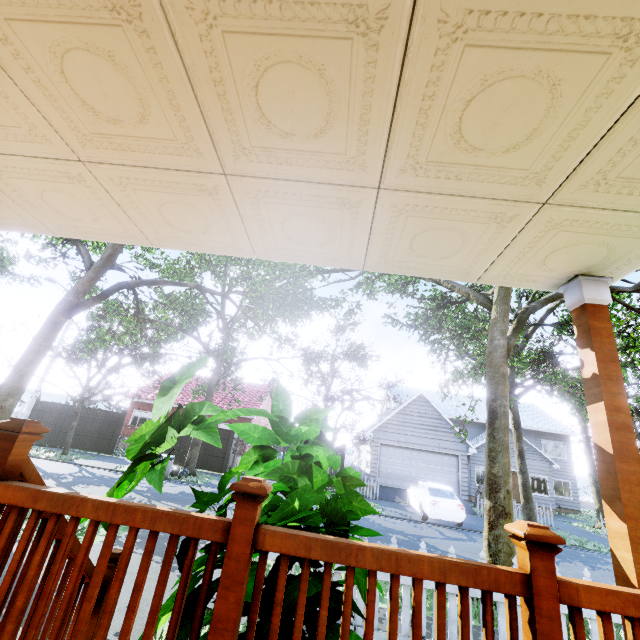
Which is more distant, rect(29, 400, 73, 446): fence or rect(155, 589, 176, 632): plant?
rect(29, 400, 73, 446): fence

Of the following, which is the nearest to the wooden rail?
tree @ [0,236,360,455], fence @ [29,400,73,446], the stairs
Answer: the stairs

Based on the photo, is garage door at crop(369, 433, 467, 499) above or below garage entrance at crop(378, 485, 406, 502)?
above

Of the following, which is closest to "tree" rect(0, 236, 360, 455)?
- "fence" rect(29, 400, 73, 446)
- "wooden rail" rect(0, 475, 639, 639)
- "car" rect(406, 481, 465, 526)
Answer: "fence" rect(29, 400, 73, 446)

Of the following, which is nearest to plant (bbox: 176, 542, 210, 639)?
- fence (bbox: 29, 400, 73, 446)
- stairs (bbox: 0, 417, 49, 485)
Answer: stairs (bbox: 0, 417, 49, 485)

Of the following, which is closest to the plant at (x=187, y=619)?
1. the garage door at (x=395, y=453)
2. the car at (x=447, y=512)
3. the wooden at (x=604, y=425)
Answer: the wooden at (x=604, y=425)

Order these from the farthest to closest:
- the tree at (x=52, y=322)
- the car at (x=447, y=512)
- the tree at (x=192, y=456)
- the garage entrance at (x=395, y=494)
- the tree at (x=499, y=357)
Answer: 1. the garage entrance at (x=395, y=494)
2. the tree at (x=192, y=456)
3. the car at (x=447, y=512)
4. the tree at (x=52, y=322)
5. the tree at (x=499, y=357)

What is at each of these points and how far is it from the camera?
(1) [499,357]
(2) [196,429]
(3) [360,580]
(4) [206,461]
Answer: (1) tree, 7.38m
(2) plant, 2.35m
(3) plant, 1.84m
(4) fence, 18.78m
